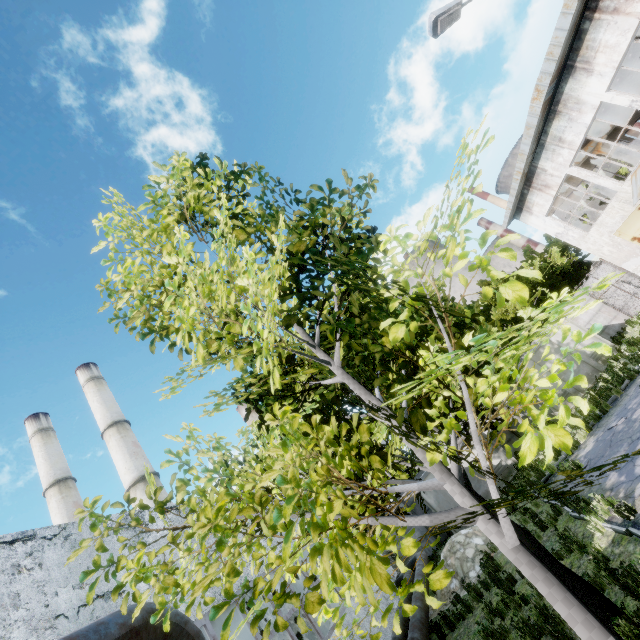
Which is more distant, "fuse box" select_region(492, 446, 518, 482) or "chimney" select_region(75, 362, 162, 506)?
"chimney" select_region(75, 362, 162, 506)

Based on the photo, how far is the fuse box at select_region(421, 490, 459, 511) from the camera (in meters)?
18.34

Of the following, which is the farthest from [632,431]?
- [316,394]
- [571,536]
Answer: [316,394]

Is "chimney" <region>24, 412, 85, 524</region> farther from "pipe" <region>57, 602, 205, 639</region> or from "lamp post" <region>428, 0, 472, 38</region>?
"lamp post" <region>428, 0, 472, 38</region>

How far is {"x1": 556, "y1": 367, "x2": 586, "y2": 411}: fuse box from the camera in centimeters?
1841cm

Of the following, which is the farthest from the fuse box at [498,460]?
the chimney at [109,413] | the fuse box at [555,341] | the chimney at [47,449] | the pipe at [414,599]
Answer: the chimney at [47,449]

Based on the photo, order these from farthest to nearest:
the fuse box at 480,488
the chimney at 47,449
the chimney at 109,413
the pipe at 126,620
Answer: the chimney at 47,449, the chimney at 109,413, the fuse box at 480,488, the pipe at 126,620

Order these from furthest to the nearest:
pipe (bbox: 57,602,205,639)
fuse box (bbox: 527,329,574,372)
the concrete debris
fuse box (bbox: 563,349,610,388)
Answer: fuse box (bbox: 527,329,574,372) < fuse box (bbox: 563,349,610,388) < the concrete debris < pipe (bbox: 57,602,205,639)
